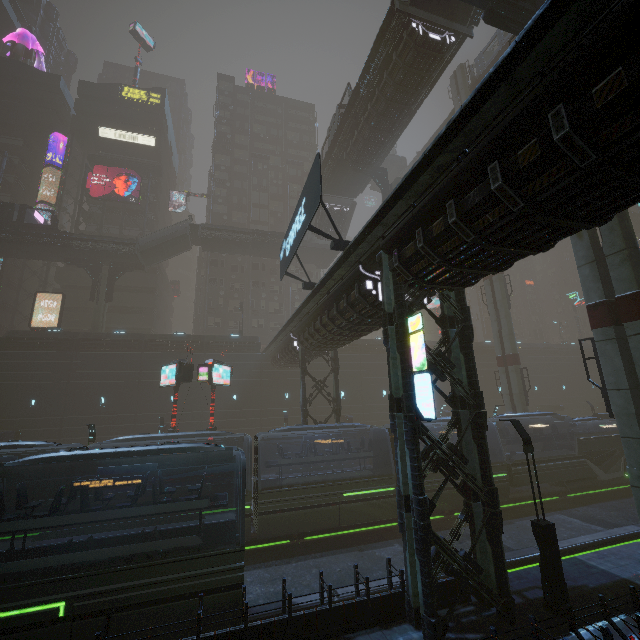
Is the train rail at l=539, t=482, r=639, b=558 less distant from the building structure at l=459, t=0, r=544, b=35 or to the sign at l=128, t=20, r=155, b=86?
the building structure at l=459, t=0, r=544, b=35

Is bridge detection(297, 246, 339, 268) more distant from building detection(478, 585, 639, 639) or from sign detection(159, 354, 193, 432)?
sign detection(159, 354, 193, 432)

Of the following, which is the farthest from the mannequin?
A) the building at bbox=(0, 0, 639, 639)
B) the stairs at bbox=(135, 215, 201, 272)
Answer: the stairs at bbox=(135, 215, 201, 272)

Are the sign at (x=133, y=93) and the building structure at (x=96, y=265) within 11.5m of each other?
no

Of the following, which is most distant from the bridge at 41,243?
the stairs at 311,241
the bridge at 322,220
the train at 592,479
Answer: the train at 592,479

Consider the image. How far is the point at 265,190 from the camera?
52.34m

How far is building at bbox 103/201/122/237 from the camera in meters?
45.7 m
